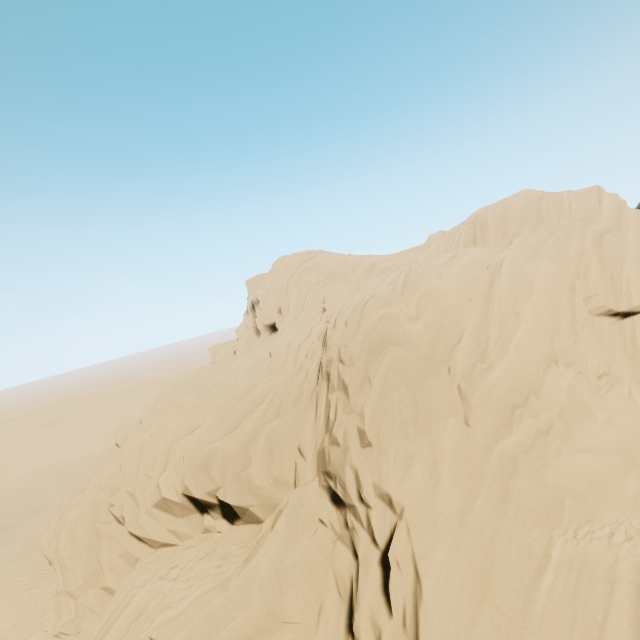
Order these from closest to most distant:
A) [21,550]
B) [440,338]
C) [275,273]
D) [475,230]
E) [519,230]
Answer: [440,338] < [519,230] < [475,230] < [275,273] < [21,550]
